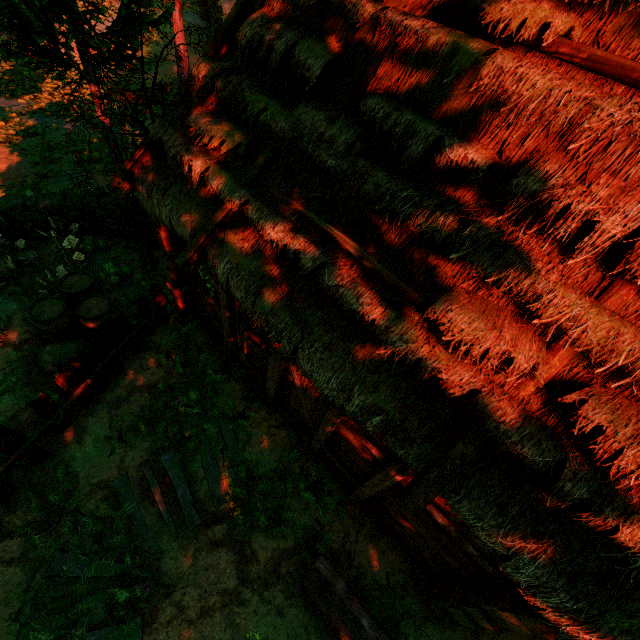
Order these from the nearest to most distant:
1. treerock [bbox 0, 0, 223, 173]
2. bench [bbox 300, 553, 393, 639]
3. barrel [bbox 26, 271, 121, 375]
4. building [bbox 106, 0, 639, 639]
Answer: building [bbox 106, 0, 639, 639] → bench [bbox 300, 553, 393, 639] → treerock [bbox 0, 0, 223, 173] → barrel [bbox 26, 271, 121, 375]

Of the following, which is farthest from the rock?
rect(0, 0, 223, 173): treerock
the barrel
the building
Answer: the building

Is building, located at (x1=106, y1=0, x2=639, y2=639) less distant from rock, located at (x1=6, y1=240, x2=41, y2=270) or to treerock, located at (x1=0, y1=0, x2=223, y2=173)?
treerock, located at (x1=0, y1=0, x2=223, y2=173)

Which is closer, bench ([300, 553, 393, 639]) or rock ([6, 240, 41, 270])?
bench ([300, 553, 393, 639])

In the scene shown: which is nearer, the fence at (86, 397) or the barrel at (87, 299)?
the fence at (86, 397)

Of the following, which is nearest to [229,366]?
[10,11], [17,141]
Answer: [10,11]

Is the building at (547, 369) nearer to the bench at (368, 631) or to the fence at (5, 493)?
the fence at (5, 493)

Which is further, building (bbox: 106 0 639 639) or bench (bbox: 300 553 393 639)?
bench (bbox: 300 553 393 639)
